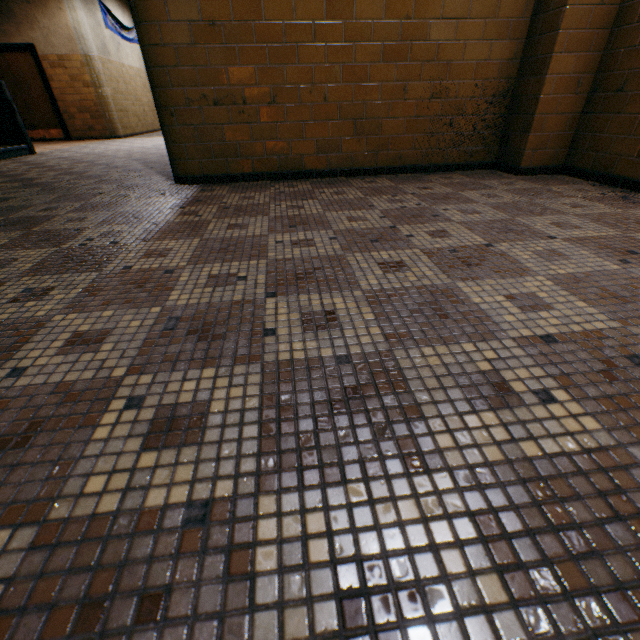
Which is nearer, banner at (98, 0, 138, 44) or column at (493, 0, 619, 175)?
column at (493, 0, 619, 175)

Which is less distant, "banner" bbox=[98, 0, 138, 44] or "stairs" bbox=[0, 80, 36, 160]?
"stairs" bbox=[0, 80, 36, 160]

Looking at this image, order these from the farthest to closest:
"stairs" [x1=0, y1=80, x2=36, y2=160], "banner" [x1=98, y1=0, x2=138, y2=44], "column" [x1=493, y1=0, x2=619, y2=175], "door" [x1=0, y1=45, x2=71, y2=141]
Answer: "banner" [x1=98, y1=0, x2=138, y2=44], "door" [x1=0, y1=45, x2=71, y2=141], "stairs" [x1=0, y1=80, x2=36, y2=160], "column" [x1=493, y1=0, x2=619, y2=175]

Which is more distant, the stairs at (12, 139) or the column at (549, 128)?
the stairs at (12, 139)

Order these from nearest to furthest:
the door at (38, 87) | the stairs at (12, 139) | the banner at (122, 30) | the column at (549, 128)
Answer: the column at (549, 128) < the stairs at (12, 139) < the door at (38, 87) < the banner at (122, 30)

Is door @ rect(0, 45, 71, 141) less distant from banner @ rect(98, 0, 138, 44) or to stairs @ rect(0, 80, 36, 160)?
stairs @ rect(0, 80, 36, 160)

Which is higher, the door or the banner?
the banner

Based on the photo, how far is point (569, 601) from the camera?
0.50m
